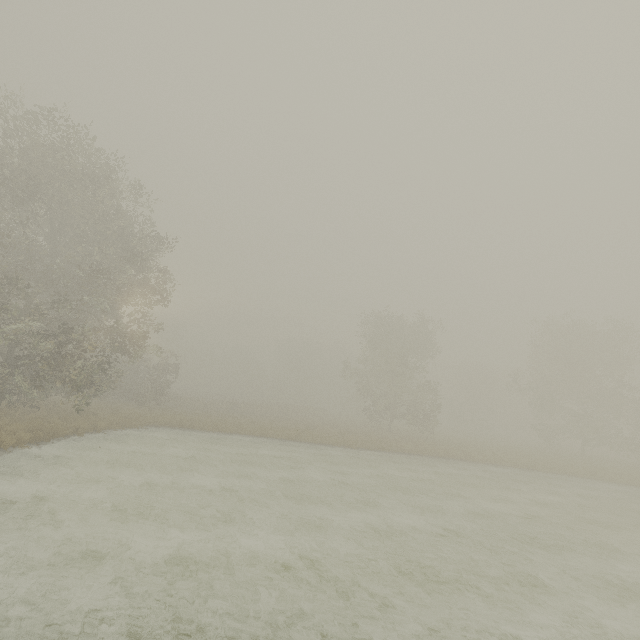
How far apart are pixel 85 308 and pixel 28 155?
10.6 meters
